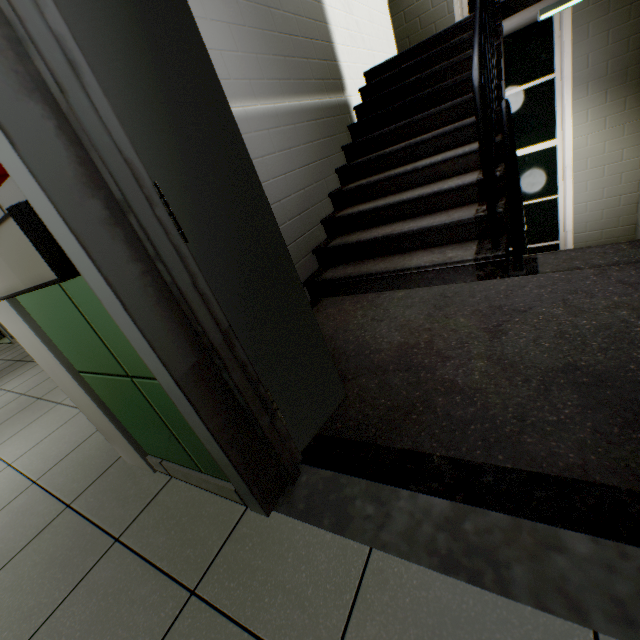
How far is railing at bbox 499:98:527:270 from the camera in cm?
165

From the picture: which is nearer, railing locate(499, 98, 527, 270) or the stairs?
the stairs

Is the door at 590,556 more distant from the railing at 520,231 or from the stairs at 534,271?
the railing at 520,231

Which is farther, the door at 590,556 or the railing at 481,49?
the railing at 481,49

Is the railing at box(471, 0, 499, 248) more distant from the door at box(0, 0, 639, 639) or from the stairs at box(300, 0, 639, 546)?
the door at box(0, 0, 639, 639)

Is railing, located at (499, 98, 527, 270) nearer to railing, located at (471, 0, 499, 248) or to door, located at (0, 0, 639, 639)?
railing, located at (471, 0, 499, 248)

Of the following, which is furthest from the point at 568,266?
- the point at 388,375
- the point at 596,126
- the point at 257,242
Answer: the point at 596,126
